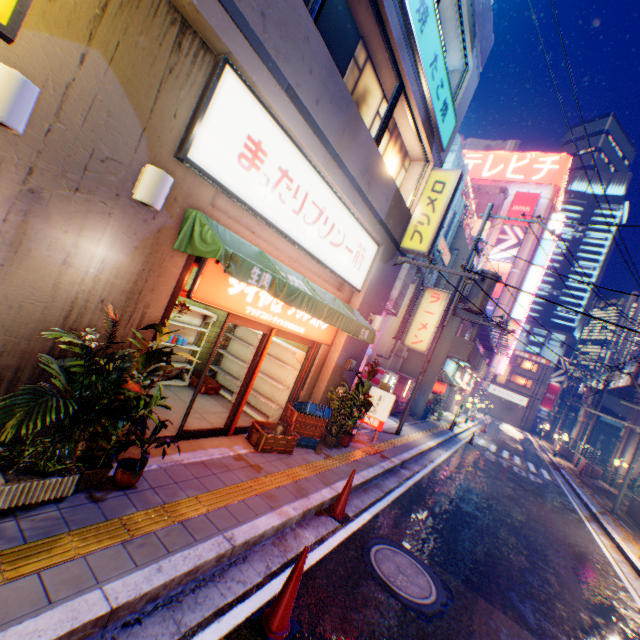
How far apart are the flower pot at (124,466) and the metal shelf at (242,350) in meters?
3.9 m

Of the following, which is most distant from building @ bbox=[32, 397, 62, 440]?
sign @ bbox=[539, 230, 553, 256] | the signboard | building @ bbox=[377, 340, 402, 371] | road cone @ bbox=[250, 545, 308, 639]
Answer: the signboard

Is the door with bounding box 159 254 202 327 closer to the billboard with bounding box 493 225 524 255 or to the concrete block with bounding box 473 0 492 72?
the concrete block with bounding box 473 0 492 72

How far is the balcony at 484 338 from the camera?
23.6 meters

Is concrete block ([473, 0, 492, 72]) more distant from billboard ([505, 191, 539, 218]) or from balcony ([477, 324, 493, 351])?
billboard ([505, 191, 539, 218])

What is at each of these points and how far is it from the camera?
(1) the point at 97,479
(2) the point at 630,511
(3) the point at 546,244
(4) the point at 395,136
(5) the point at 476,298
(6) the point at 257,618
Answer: (1) flower pot, 3.8 meters
(2) concrete block, 15.5 meters
(3) sign, 38.3 meters
(4) window glass, 8.4 meters
(5) electric pole, 12.1 meters
(6) road cone, 3.2 meters

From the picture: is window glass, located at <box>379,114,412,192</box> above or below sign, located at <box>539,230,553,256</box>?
below

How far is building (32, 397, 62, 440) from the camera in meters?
3.7
